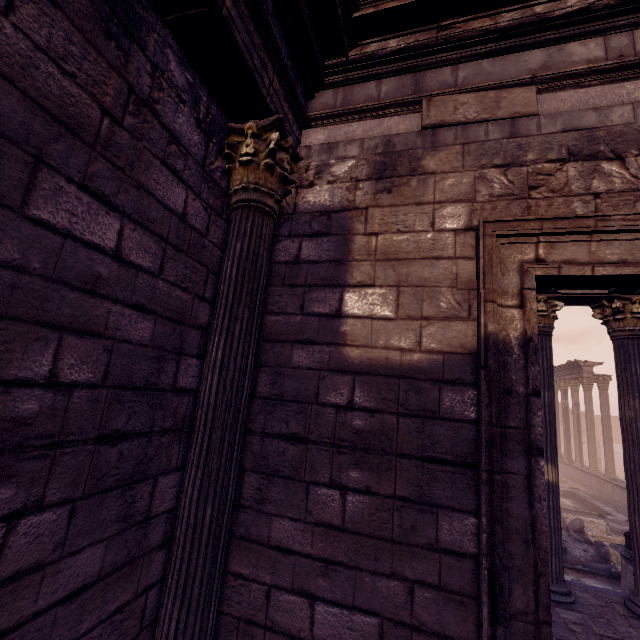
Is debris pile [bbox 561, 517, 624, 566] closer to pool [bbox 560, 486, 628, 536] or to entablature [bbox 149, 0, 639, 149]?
pool [bbox 560, 486, 628, 536]

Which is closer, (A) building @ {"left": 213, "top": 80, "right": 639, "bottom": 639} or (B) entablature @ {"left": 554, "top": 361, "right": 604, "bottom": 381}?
(A) building @ {"left": 213, "top": 80, "right": 639, "bottom": 639}

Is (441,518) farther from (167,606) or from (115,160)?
(115,160)

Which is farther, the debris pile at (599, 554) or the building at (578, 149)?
the debris pile at (599, 554)

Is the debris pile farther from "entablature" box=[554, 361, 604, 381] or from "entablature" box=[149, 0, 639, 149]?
"entablature" box=[149, 0, 639, 149]

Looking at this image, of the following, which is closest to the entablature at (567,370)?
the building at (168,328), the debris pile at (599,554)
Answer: the debris pile at (599,554)

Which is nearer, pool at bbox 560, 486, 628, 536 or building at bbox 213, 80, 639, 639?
building at bbox 213, 80, 639, 639
